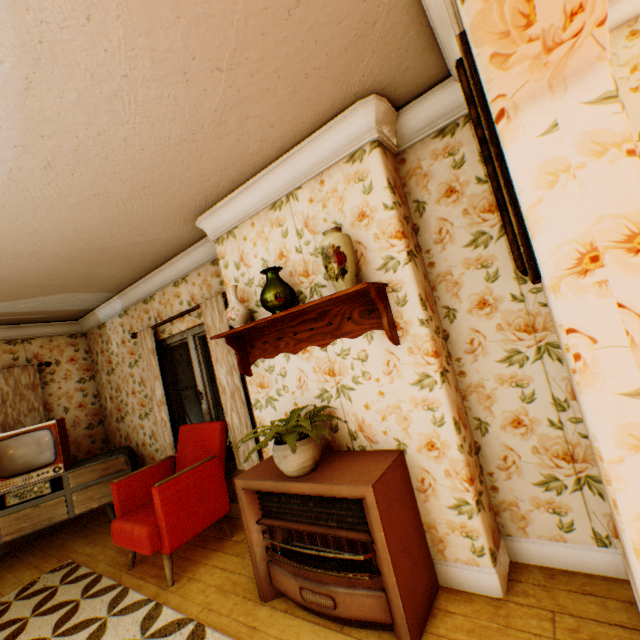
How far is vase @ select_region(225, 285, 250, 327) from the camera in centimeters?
272cm

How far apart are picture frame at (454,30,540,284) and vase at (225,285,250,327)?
2.0 meters

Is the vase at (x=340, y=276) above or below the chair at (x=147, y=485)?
above

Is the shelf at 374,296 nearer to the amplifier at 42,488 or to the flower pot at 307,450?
the flower pot at 307,450

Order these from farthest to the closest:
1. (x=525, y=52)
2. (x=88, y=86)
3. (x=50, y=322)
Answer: (x=50, y=322) < (x=88, y=86) < (x=525, y=52)

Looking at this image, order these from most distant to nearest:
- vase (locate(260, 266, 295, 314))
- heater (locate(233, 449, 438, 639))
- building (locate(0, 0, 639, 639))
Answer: vase (locate(260, 266, 295, 314)) < heater (locate(233, 449, 438, 639)) < building (locate(0, 0, 639, 639))

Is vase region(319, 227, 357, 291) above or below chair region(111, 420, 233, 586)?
above

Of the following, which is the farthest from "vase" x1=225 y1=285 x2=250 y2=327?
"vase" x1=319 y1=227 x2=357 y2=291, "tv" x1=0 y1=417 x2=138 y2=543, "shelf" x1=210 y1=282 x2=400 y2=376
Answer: "tv" x1=0 y1=417 x2=138 y2=543
